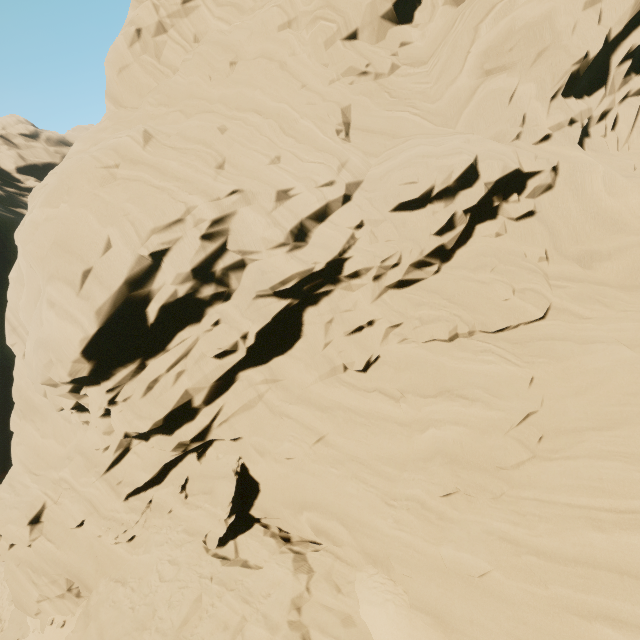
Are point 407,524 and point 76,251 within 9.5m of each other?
no
